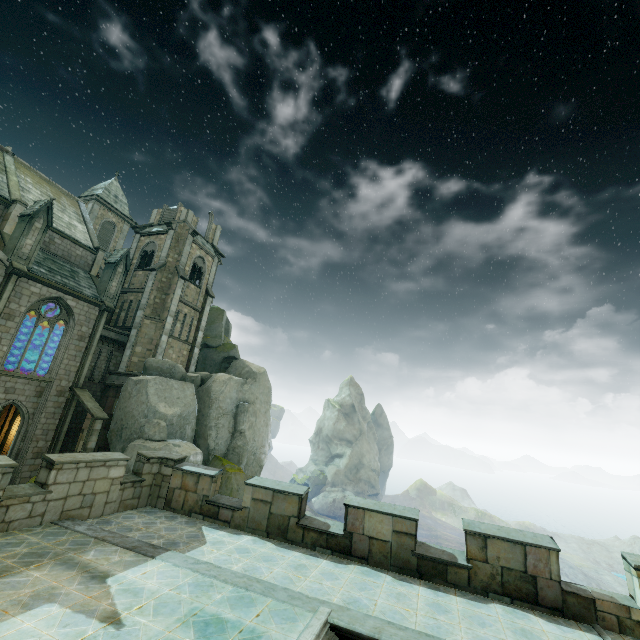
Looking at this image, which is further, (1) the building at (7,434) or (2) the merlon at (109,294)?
(2) the merlon at (109,294)

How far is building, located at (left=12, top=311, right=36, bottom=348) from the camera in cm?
2542

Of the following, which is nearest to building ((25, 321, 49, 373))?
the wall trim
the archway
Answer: the archway

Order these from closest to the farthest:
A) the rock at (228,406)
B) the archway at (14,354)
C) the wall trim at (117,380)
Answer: the rock at (228,406) < the wall trim at (117,380) < the archway at (14,354)

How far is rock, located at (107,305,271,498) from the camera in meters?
21.8 m

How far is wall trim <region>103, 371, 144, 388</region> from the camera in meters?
24.5

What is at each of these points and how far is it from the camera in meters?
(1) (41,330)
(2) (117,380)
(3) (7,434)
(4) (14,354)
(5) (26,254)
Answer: (1) building, 25.6
(2) wall trim, 25.0
(3) building, 23.4
(4) archway, 26.4
(5) merlon, 19.8

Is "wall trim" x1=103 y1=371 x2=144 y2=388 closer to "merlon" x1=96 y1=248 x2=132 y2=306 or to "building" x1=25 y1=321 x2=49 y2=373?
"building" x1=25 y1=321 x2=49 y2=373
